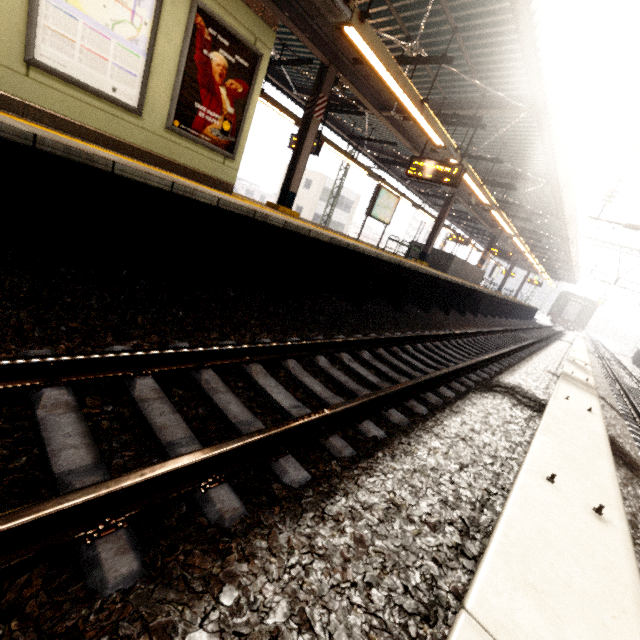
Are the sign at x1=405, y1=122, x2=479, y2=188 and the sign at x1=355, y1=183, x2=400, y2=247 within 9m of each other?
yes

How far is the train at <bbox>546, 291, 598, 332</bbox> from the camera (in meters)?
38.38

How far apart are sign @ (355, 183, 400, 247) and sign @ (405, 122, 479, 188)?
Result: 2.2m

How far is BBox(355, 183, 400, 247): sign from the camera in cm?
1138

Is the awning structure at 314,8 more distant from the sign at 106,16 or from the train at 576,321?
the train at 576,321

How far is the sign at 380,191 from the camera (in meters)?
11.38

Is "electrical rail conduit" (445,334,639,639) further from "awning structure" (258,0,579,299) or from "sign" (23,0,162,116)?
"sign" (23,0,162,116)

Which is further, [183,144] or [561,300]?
[561,300]
